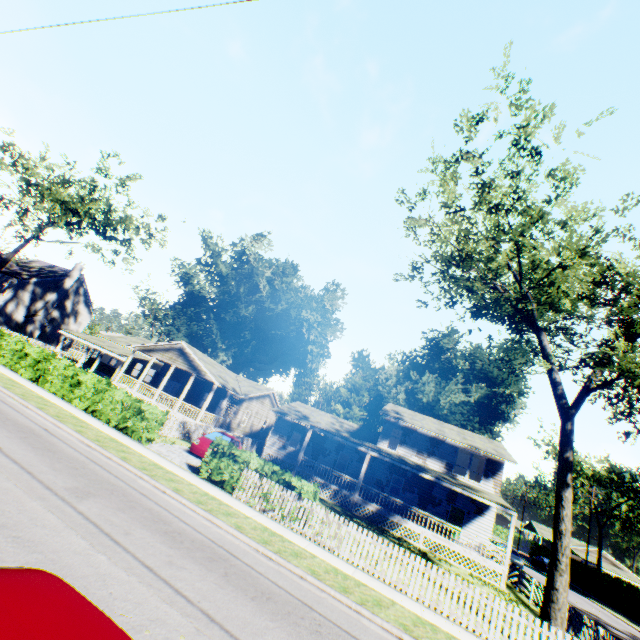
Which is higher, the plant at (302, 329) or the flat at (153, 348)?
the plant at (302, 329)

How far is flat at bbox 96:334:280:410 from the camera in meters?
28.4

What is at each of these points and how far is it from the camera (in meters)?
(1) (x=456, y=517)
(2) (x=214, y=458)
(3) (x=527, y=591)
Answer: (1) door, 25.75
(2) hedge, 14.49
(3) fence, 19.73

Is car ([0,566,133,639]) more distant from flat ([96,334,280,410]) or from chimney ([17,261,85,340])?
chimney ([17,261,85,340])

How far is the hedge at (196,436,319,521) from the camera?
13.01m

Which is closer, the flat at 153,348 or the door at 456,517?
the door at 456,517

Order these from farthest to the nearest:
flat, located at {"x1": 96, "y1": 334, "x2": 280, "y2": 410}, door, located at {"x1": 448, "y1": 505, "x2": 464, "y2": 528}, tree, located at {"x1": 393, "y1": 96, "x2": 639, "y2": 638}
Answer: flat, located at {"x1": 96, "y1": 334, "x2": 280, "y2": 410}, door, located at {"x1": 448, "y1": 505, "x2": 464, "y2": 528}, tree, located at {"x1": 393, "y1": 96, "x2": 639, "y2": 638}

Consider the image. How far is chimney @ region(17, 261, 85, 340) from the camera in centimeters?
4069cm
